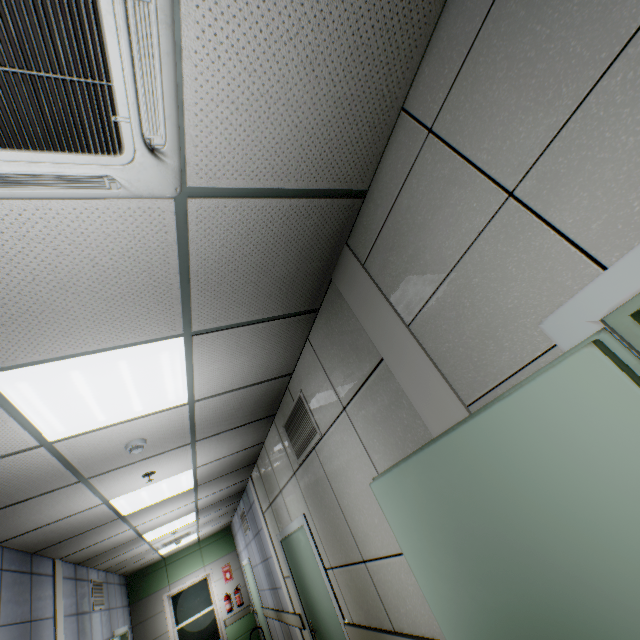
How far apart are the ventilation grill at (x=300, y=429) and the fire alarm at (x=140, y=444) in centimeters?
142cm

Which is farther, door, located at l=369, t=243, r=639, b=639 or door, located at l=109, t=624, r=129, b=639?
door, located at l=109, t=624, r=129, b=639

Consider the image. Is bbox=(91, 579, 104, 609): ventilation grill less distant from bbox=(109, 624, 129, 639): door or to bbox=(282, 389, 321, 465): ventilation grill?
bbox=(109, 624, 129, 639): door

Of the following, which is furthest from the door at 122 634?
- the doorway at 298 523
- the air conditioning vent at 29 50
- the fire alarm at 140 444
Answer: the air conditioning vent at 29 50

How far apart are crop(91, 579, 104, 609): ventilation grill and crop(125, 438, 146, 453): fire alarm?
5.7 meters

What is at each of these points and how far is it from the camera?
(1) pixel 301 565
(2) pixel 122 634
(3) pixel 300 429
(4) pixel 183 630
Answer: (1) door, 4.3 meters
(2) door, 7.9 meters
(3) ventilation grill, 3.4 meters
(4) window, 8.9 meters

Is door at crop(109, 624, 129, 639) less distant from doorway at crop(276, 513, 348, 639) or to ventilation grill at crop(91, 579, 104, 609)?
ventilation grill at crop(91, 579, 104, 609)

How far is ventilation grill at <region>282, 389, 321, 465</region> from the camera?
3.1 meters
